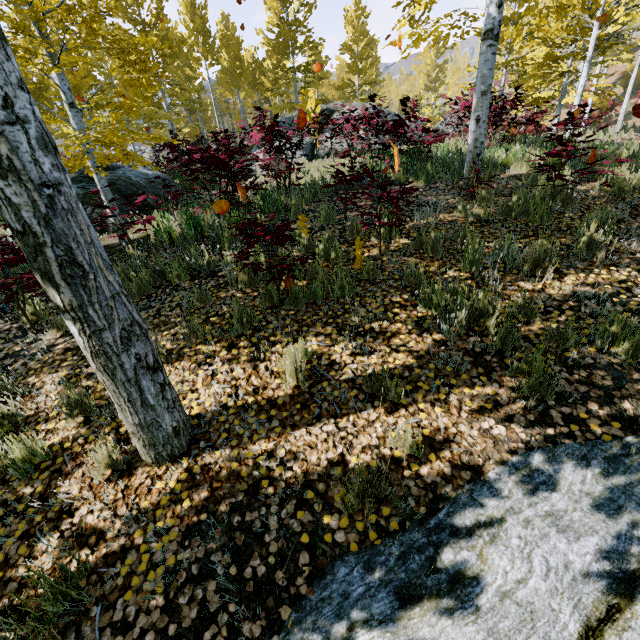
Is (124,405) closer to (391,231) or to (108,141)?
(391,231)

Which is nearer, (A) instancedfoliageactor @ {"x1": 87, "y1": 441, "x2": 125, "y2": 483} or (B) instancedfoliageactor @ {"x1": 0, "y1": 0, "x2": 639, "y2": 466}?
(B) instancedfoliageactor @ {"x1": 0, "y1": 0, "x2": 639, "y2": 466}

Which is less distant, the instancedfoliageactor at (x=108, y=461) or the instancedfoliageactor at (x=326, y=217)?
the instancedfoliageactor at (x=108, y=461)

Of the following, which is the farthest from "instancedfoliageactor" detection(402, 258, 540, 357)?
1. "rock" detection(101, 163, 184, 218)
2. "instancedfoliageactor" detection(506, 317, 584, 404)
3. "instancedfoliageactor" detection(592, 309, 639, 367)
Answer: "rock" detection(101, 163, 184, 218)

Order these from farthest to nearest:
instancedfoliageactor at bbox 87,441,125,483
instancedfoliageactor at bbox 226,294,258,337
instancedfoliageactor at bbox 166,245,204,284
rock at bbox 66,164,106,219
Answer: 1. rock at bbox 66,164,106,219
2. instancedfoliageactor at bbox 166,245,204,284
3. instancedfoliageactor at bbox 226,294,258,337
4. instancedfoliageactor at bbox 87,441,125,483

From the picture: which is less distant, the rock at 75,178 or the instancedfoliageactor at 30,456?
the instancedfoliageactor at 30,456

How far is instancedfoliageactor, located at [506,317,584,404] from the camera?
2.5m

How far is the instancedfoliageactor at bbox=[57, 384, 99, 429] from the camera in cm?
284
